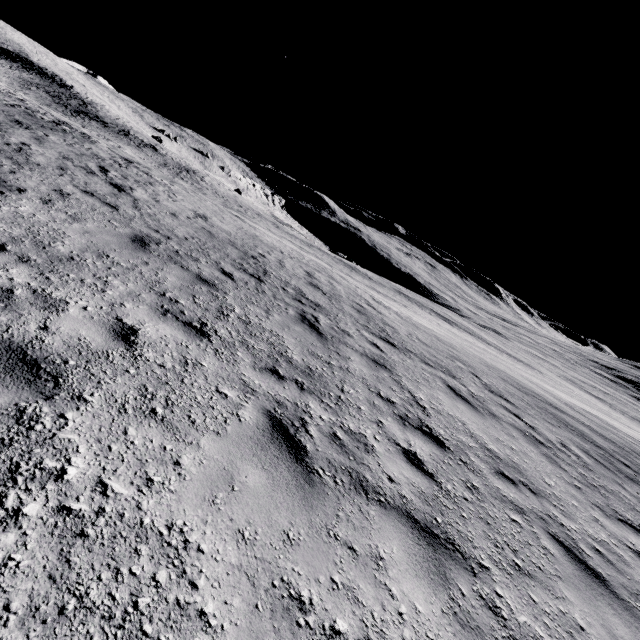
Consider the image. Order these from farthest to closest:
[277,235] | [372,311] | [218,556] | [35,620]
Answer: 1. [277,235]
2. [372,311]
3. [218,556]
4. [35,620]
